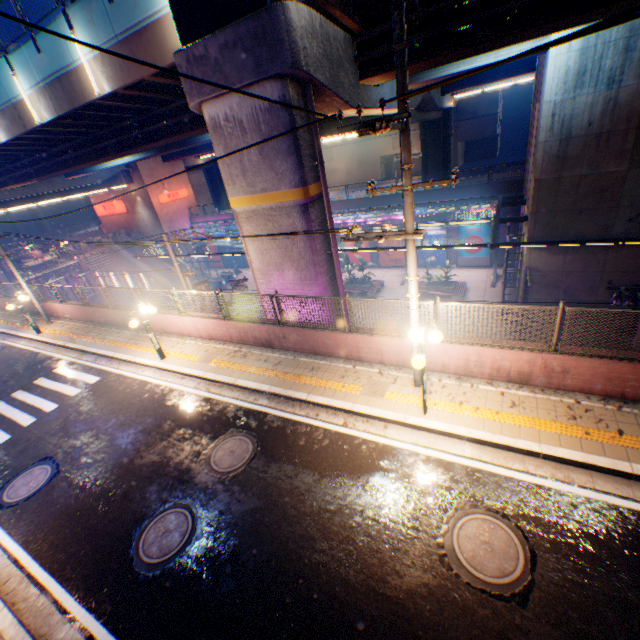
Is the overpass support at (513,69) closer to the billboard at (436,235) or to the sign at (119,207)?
the billboard at (436,235)

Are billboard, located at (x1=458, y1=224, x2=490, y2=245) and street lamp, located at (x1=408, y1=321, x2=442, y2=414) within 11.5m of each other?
no

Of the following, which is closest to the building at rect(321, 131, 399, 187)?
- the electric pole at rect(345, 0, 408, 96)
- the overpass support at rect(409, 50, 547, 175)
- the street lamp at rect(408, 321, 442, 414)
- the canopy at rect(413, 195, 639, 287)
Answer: the overpass support at rect(409, 50, 547, 175)

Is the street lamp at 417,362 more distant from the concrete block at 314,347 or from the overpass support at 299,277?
the overpass support at 299,277

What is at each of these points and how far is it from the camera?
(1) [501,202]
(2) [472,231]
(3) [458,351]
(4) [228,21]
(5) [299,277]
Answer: (1) canopy, 20.0m
(2) billboard, 27.8m
(3) concrete block, 8.3m
(4) overpass support, 8.3m
(5) overpass support, 11.6m

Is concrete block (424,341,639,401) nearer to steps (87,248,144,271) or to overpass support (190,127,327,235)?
overpass support (190,127,327,235)

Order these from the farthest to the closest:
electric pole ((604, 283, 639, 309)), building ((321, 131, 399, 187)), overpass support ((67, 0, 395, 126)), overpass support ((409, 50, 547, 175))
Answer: building ((321, 131, 399, 187))
overpass support ((409, 50, 547, 175))
electric pole ((604, 283, 639, 309))
overpass support ((67, 0, 395, 126))

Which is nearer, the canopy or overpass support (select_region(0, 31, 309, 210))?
overpass support (select_region(0, 31, 309, 210))
